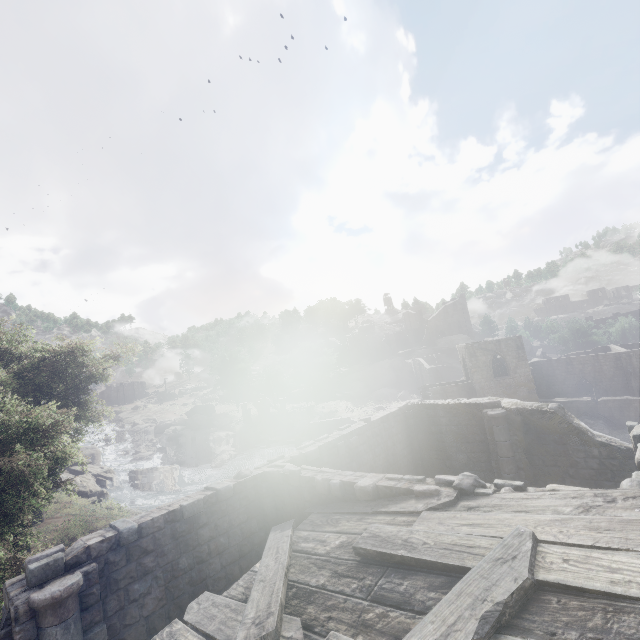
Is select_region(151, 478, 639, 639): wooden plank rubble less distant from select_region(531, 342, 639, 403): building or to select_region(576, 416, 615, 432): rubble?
select_region(531, 342, 639, 403): building

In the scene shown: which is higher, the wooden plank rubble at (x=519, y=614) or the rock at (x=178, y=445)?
the wooden plank rubble at (x=519, y=614)

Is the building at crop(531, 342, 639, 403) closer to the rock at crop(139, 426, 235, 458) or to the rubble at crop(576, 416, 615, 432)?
the rubble at crop(576, 416, 615, 432)

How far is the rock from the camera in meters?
49.9 m

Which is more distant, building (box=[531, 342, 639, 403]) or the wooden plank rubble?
building (box=[531, 342, 639, 403])

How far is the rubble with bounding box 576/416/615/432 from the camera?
32.9 meters

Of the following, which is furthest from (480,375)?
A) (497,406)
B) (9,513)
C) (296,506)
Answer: (9,513)

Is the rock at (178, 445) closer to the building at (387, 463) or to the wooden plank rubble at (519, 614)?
the building at (387, 463)
